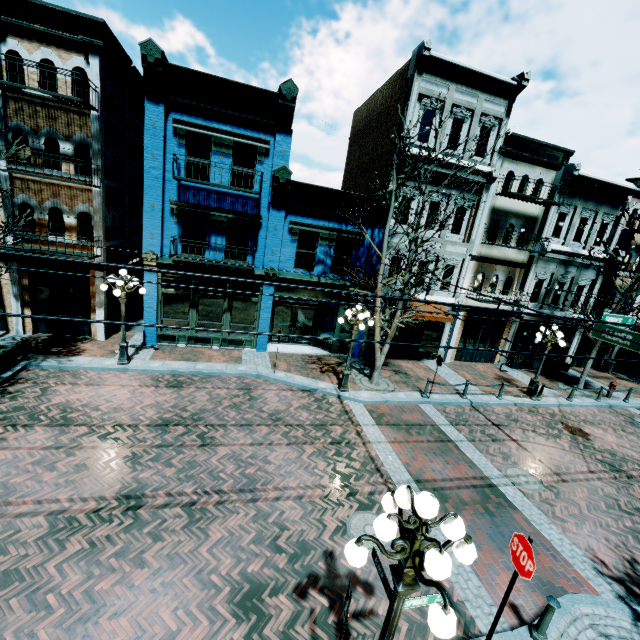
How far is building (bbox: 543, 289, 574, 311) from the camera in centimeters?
1912cm

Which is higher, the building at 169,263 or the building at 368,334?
the building at 169,263

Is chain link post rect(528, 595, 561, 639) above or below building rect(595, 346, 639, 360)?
below

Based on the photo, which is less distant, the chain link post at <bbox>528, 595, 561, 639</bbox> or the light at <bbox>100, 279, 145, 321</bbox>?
the chain link post at <bbox>528, 595, 561, 639</bbox>

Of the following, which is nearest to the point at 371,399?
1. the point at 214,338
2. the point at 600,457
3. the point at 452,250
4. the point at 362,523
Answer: the point at 362,523

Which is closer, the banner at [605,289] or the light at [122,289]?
the light at [122,289]
